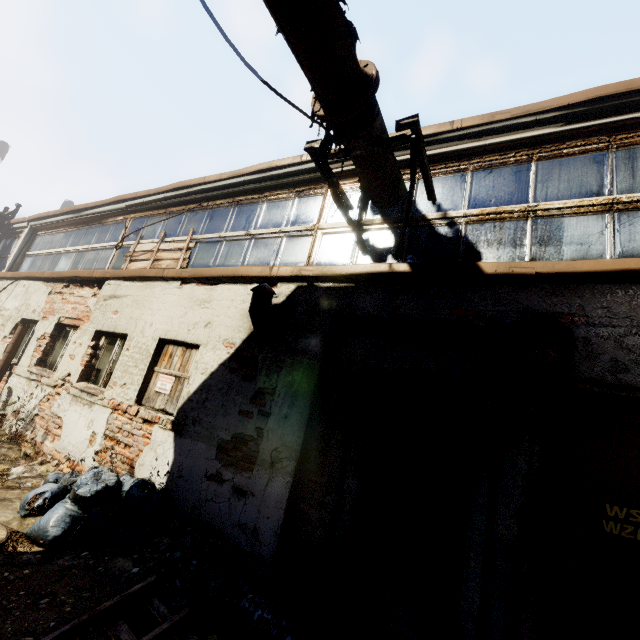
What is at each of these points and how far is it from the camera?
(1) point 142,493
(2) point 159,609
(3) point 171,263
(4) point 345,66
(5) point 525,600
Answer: (1) trash bag, 3.79m
(2) pallet, 2.71m
(3) pallet, 6.92m
(4) pipe, 3.13m
(5) pallet, 2.44m

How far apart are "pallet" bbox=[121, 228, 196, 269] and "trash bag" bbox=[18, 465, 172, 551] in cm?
374

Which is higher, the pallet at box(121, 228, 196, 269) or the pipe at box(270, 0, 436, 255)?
the pipe at box(270, 0, 436, 255)

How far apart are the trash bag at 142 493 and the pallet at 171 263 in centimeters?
374cm

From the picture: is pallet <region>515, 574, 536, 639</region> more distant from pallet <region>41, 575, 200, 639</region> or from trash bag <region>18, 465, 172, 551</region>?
trash bag <region>18, 465, 172, 551</region>

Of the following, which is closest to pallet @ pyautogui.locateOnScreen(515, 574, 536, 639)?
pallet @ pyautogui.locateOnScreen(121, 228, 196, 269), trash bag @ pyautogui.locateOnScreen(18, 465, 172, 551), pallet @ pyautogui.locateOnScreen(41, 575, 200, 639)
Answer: pallet @ pyautogui.locateOnScreen(41, 575, 200, 639)

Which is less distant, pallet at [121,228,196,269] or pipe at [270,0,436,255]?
pipe at [270,0,436,255]

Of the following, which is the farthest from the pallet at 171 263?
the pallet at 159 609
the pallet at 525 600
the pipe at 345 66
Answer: the pallet at 525 600
